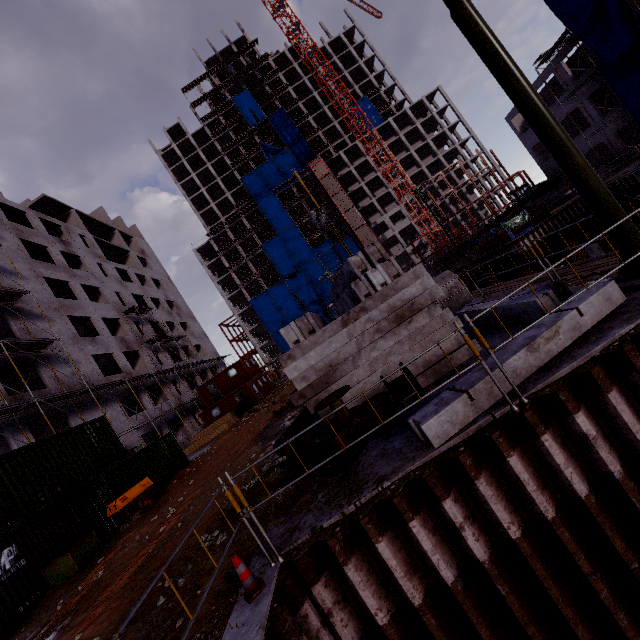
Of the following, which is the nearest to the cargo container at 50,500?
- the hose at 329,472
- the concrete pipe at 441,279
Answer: the hose at 329,472

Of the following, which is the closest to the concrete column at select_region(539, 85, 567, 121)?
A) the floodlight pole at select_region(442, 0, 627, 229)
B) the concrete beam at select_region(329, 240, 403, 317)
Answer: the floodlight pole at select_region(442, 0, 627, 229)

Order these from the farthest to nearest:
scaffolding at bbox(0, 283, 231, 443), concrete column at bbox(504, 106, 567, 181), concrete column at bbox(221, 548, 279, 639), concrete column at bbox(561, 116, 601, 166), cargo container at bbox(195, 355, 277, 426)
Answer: concrete column at bbox(504, 106, 567, 181)
cargo container at bbox(195, 355, 277, 426)
concrete column at bbox(561, 116, 601, 166)
scaffolding at bbox(0, 283, 231, 443)
concrete column at bbox(221, 548, 279, 639)

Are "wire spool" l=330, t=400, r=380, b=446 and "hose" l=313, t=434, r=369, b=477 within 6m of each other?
yes

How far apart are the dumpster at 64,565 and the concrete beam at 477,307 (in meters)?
15.25

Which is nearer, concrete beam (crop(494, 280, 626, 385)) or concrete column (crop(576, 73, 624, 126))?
concrete beam (crop(494, 280, 626, 385))

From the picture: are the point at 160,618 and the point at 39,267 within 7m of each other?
no

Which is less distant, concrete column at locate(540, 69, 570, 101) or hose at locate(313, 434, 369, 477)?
hose at locate(313, 434, 369, 477)
